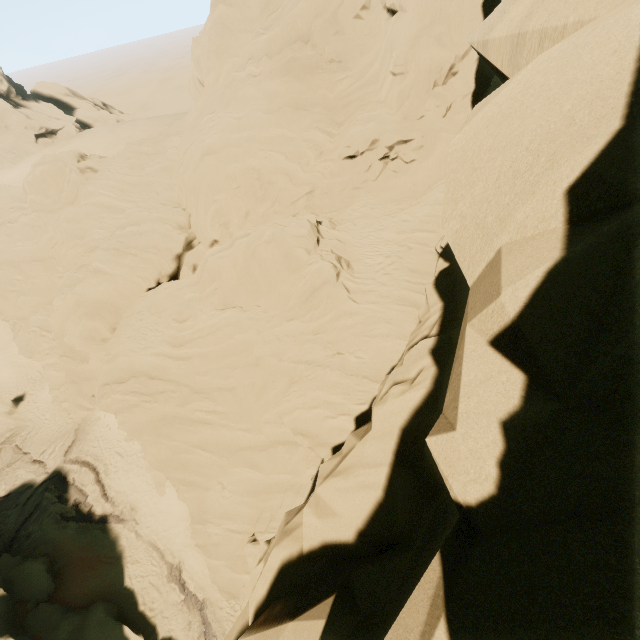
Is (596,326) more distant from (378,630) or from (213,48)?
(213,48)

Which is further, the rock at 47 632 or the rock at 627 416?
the rock at 47 632

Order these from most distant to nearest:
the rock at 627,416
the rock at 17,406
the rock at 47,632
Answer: the rock at 17,406 < the rock at 47,632 < the rock at 627,416

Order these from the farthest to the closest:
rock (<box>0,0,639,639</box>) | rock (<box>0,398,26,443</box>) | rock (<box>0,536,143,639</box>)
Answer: rock (<box>0,398,26,443</box>)
rock (<box>0,536,143,639</box>)
rock (<box>0,0,639,639</box>)

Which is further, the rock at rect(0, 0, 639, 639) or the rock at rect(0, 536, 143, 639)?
the rock at rect(0, 536, 143, 639)

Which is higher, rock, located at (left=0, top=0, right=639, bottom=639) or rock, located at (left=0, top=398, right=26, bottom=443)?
rock, located at (left=0, top=0, right=639, bottom=639)
